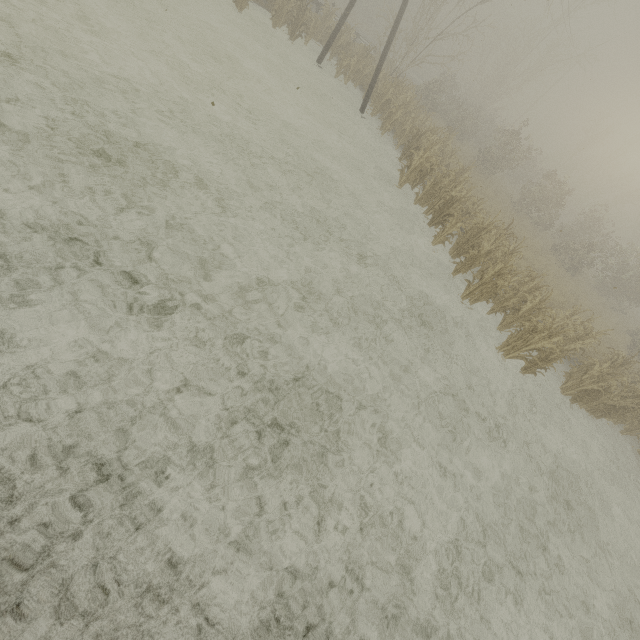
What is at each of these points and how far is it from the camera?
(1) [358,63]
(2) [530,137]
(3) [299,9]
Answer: (1) tree, 16.77m
(2) tree, 52.22m
(3) tree, 15.26m

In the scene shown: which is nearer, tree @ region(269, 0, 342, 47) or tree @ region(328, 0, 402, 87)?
tree @ region(269, 0, 342, 47)

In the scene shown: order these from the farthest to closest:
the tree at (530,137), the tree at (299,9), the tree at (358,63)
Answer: the tree at (358,63) → the tree at (299,9) → the tree at (530,137)

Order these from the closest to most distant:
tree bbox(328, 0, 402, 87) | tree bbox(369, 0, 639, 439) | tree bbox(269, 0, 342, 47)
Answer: tree bbox(369, 0, 639, 439)
tree bbox(269, 0, 342, 47)
tree bbox(328, 0, 402, 87)

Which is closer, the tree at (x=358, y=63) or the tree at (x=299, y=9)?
the tree at (x=299, y=9)
